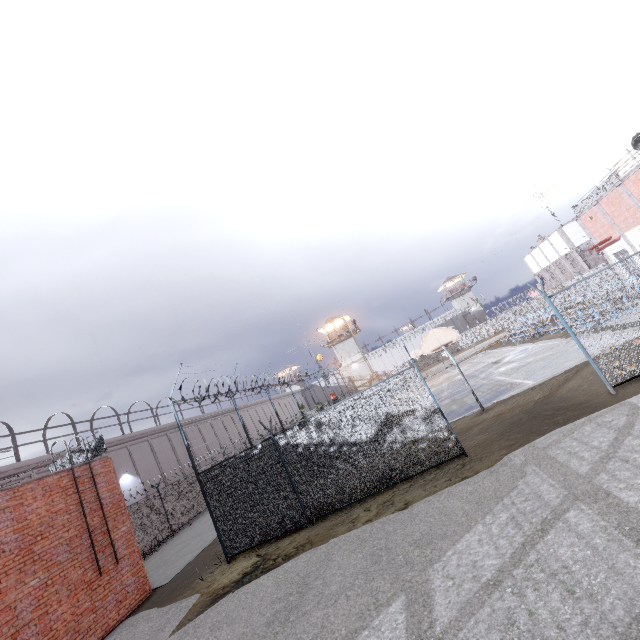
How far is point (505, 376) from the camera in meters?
17.0 m

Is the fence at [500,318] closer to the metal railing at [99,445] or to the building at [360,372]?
the metal railing at [99,445]

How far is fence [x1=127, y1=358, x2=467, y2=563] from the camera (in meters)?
9.28

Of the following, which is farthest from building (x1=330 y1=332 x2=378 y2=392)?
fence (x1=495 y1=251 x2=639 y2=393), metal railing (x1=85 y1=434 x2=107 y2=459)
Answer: metal railing (x1=85 y1=434 x2=107 y2=459)

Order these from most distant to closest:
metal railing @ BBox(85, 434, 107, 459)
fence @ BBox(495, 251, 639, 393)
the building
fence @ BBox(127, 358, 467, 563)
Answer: the building, metal railing @ BBox(85, 434, 107, 459), fence @ BBox(127, 358, 467, 563), fence @ BBox(495, 251, 639, 393)

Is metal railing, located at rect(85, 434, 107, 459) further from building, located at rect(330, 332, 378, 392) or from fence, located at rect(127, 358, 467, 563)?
building, located at rect(330, 332, 378, 392)

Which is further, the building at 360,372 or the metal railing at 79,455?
the building at 360,372
